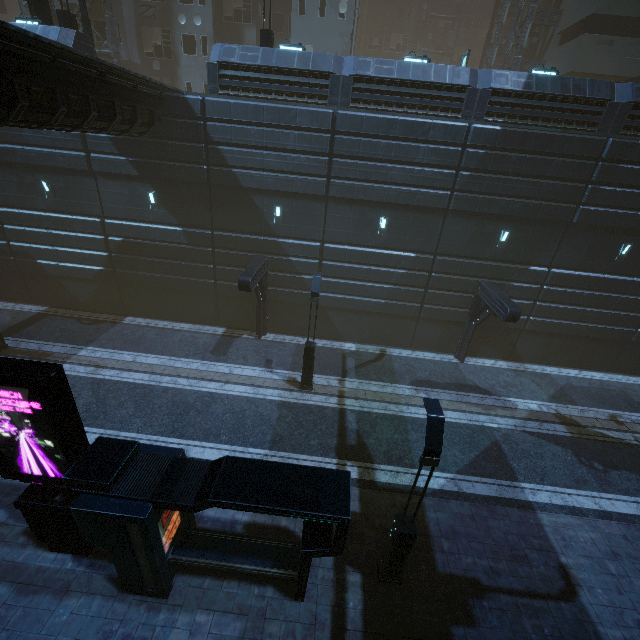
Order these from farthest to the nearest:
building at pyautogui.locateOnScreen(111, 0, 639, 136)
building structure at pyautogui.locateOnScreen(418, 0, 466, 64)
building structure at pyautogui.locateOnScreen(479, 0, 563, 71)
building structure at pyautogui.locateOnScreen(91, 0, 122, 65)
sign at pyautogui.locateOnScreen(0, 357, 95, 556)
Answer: building structure at pyautogui.locateOnScreen(418, 0, 466, 64) < building structure at pyautogui.locateOnScreen(479, 0, 563, 71) < building structure at pyautogui.locateOnScreen(91, 0, 122, 65) < building at pyautogui.locateOnScreen(111, 0, 639, 136) < sign at pyautogui.locateOnScreen(0, 357, 95, 556)

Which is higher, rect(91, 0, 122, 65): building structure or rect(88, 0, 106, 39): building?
rect(88, 0, 106, 39): building

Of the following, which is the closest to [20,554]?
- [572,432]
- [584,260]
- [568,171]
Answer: [572,432]

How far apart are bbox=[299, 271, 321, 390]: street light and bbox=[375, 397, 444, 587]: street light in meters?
7.3 m

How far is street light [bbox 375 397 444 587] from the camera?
6.6m

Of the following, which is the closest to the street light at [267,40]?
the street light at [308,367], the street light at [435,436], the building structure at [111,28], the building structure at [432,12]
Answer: the street light at [308,367]

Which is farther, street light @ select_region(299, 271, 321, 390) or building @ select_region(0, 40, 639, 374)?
building @ select_region(0, 40, 639, 374)

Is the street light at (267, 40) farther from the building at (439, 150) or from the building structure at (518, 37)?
the building structure at (518, 37)
